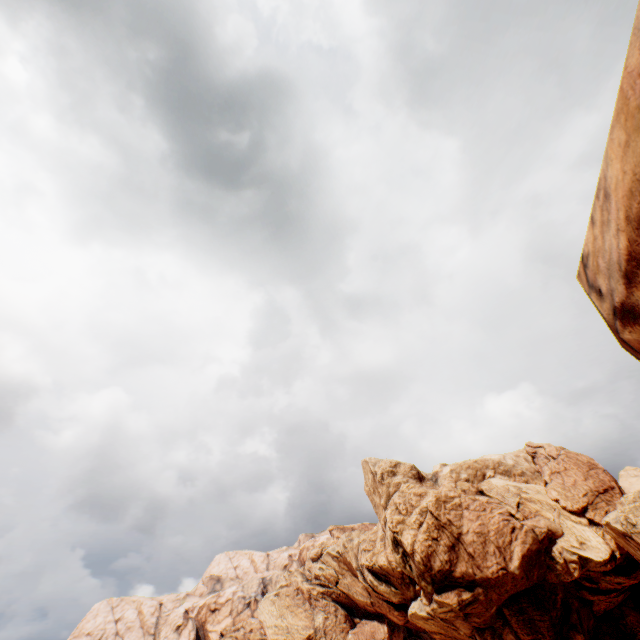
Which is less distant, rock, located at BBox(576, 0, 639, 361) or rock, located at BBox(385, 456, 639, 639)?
rock, located at BBox(576, 0, 639, 361)

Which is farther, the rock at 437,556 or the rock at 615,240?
the rock at 437,556

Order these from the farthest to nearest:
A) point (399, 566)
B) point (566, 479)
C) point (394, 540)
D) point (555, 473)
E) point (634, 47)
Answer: point (555, 473) < point (566, 479) < point (394, 540) < point (399, 566) < point (634, 47)
